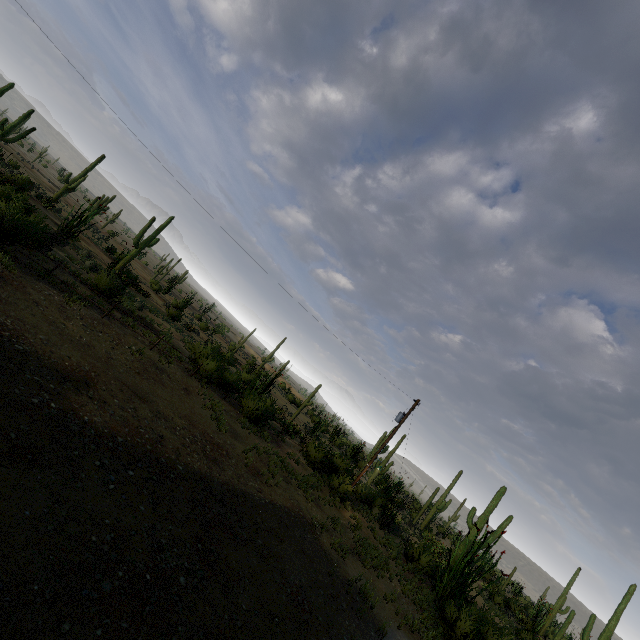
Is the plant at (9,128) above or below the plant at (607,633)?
below

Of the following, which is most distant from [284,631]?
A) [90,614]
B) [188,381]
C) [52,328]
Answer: [188,381]

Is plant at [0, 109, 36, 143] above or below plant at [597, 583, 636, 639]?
below

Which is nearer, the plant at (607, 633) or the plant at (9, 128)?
the plant at (607, 633)

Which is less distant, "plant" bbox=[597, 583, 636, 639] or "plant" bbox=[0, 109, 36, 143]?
"plant" bbox=[597, 583, 636, 639]
